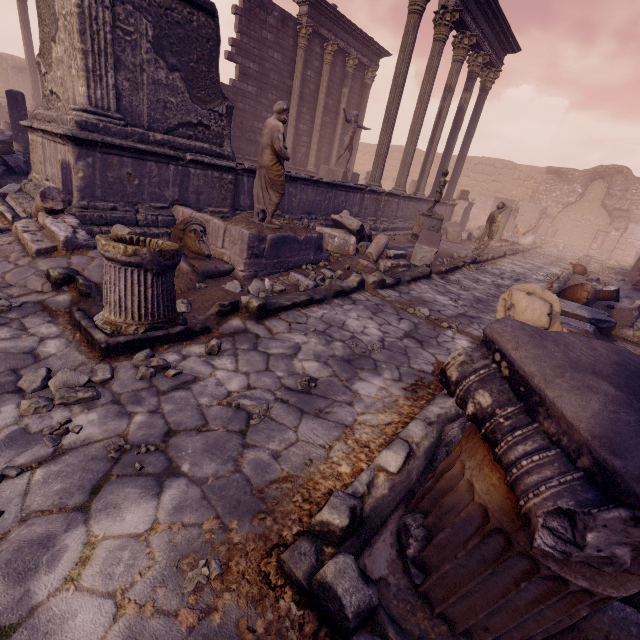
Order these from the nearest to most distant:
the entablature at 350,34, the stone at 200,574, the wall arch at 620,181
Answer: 1. the stone at 200,574
2. the entablature at 350,34
3. the wall arch at 620,181

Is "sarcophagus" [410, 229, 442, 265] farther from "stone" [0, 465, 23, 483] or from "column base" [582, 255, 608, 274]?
"column base" [582, 255, 608, 274]

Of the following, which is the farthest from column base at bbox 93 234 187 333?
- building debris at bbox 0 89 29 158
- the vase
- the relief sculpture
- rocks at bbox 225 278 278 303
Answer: the relief sculpture

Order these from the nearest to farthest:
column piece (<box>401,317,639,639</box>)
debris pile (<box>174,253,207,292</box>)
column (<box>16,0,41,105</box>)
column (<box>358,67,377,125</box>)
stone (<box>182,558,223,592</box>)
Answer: column piece (<box>401,317,639,639</box>) < stone (<box>182,558,223,592</box>) < debris pile (<box>174,253,207,292</box>) < column (<box>16,0,41,105</box>) < column (<box>358,67,377,125</box>)

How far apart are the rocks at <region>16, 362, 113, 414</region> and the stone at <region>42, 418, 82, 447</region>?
0.2m

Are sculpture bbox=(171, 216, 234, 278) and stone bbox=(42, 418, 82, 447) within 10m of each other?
yes

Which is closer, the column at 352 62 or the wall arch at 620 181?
the column at 352 62

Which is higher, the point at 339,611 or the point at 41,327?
the point at 339,611
